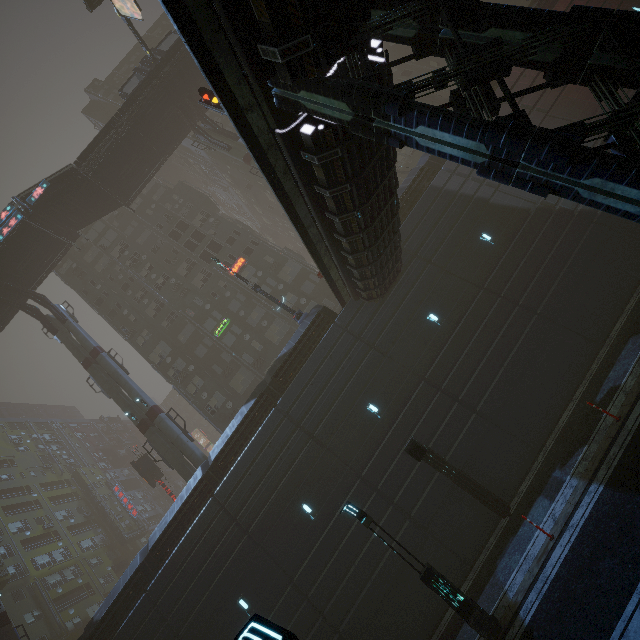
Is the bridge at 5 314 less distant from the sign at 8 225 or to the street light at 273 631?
the sign at 8 225

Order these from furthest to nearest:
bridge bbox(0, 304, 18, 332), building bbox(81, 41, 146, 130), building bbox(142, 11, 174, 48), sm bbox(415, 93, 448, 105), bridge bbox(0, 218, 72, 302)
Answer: building bbox(142, 11, 174, 48), building bbox(81, 41, 146, 130), bridge bbox(0, 304, 18, 332), bridge bbox(0, 218, 72, 302), sm bbox(415, 93, 448, 105)

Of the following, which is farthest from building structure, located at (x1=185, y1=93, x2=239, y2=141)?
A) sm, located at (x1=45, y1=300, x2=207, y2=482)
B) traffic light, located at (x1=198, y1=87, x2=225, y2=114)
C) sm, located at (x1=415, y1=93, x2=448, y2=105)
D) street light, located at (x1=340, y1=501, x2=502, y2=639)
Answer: street light, located at (x1=340, y1=501, x2=502, y2=639)

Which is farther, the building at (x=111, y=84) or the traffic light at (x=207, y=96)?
the building at (x=111, y=84)

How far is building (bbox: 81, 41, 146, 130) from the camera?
51.41m

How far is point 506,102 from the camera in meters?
20.7

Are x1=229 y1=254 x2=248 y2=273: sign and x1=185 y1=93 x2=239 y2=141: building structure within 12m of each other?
yes

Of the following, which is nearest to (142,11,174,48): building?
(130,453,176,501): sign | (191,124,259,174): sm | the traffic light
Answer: the traffic light
